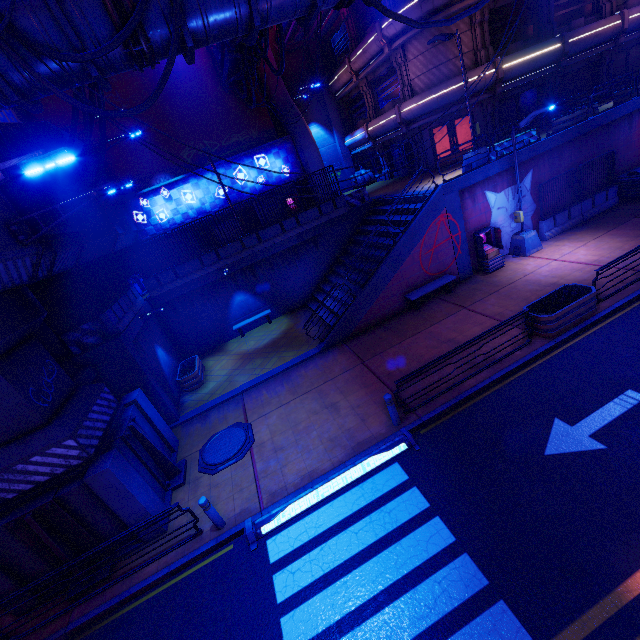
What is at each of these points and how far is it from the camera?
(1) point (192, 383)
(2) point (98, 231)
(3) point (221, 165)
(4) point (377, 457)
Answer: (1) plant holder, 15.4m
(2) walkway, 16.2m
(3) building, 22.4m
(4) floor crosswalk, 8.6m

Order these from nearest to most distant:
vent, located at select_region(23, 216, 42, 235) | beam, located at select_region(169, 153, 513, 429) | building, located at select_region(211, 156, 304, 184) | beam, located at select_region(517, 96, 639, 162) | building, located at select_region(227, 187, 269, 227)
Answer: vent, located at select_region(23, 216, 42, 235) < beam, located at select_region(169, 153, 513, 429) < beam, located at select_region(517, 96, 639, 162) < building, located at select_region(211, 156, 304, 184) < building, located at select_region(227, 187, 269, 227)

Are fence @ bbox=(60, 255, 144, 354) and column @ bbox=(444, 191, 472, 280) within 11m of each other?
no

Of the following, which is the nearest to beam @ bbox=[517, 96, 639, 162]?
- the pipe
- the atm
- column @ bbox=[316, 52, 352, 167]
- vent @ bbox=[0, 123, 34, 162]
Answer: the atm

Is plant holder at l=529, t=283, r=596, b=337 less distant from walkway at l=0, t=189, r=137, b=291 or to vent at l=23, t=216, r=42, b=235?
walkway at l=0, t=189, r=137, b=291

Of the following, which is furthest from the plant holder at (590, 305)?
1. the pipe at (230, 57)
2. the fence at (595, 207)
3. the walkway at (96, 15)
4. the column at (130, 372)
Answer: the column at (130, 372)

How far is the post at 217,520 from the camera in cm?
798

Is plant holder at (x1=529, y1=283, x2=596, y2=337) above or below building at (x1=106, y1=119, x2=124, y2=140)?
below
